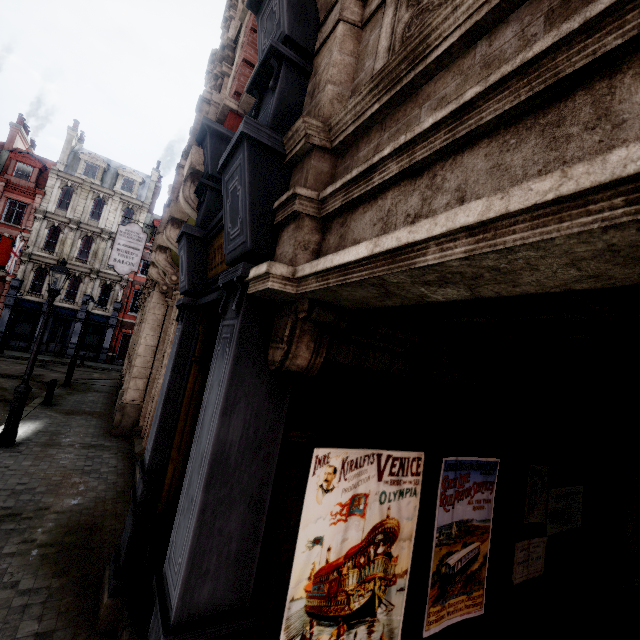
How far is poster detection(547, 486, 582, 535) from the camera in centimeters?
434cm

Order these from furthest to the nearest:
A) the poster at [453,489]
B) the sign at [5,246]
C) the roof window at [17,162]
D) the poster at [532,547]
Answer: the roof window at [17,162], the sign at [5,246], the poster at [532,547], the poster at [453,489]

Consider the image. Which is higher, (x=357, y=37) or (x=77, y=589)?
(x=357, y=37)

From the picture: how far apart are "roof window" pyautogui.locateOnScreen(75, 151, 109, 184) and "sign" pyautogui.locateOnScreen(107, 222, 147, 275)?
22.6 meters

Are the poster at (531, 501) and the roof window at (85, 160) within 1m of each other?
no

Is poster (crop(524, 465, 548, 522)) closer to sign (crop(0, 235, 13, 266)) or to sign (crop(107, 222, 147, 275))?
sign (crop(107, 222, 147, 275))

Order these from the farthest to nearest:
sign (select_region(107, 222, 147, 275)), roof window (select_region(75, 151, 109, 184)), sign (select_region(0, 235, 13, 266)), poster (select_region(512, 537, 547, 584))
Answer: roof window (select_region(75, 151, 109, 184)) < sign (select_region(0, 235, 13, 266)) < sign (select_region(107, 222, 147, 275)) < poster (select_region(512, 537, 547, 584))

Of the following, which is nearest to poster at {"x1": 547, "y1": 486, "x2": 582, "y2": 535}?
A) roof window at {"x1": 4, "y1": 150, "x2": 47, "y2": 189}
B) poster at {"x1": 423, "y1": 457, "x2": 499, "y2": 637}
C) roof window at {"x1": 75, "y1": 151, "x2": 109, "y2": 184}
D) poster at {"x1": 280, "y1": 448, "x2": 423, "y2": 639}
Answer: poster at {"x1": 423, "y1": 457, "x2": 499, "y2": 637}
